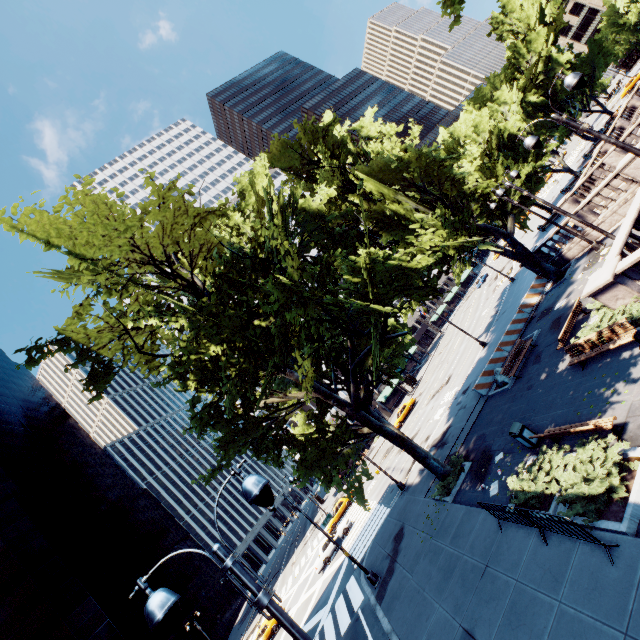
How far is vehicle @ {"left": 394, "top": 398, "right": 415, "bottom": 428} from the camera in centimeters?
4356cm

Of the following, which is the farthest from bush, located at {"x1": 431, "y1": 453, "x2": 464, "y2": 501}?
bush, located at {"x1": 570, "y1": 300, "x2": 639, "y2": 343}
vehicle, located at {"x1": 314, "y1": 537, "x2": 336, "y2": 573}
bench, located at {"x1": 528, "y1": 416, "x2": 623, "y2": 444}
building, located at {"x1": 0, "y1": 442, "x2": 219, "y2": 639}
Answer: building, located at {"x1": 0, "y1": 442, "x2": 219, "y2": 639}

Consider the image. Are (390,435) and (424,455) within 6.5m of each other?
yes

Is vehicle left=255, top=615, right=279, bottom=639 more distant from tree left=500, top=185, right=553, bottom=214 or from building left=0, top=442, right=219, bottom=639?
tree left=500, top=185, right=553, bottom=214

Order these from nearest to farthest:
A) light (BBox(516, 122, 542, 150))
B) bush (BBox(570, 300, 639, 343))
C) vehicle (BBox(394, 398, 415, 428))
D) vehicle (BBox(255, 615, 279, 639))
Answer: light (BBox(516, 122, 542, 150)) → bush (BBox(570, 300, 639, 343)) → vehicle (BBox(255, 615, 279, 639)) → vehicle (BBox(394, 398, 415, 428))

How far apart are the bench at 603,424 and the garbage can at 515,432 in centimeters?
90cm

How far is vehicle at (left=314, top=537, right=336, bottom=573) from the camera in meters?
29.8 m

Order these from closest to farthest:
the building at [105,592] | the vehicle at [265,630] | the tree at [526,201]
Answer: the tree at [526,201]
the vehicle at [265,630]
the building at [105,592]
